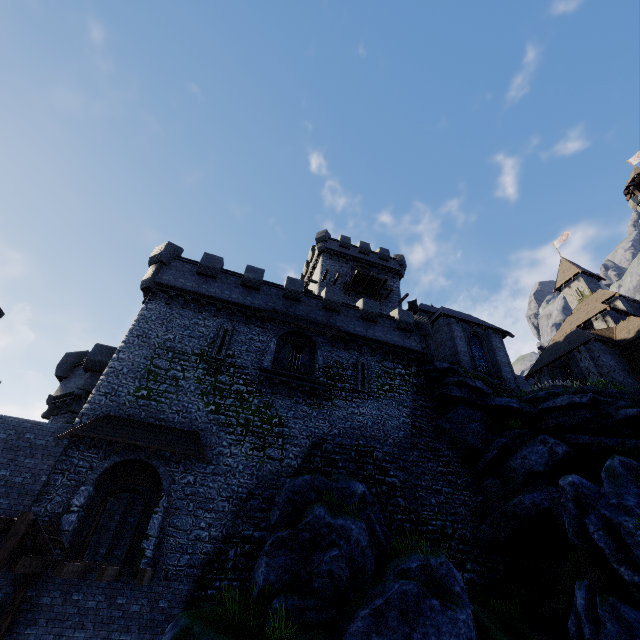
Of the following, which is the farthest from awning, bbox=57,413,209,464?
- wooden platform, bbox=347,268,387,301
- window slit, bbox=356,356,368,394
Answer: wooden platform, bbox=347,268,387,301

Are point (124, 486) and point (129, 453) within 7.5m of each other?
yes

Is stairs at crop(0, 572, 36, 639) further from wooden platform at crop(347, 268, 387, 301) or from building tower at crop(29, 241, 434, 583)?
wooden platform at crop(347, 268, 387, 301)

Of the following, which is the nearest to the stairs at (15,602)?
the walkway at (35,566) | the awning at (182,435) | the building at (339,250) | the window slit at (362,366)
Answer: the walkway at (35,566)

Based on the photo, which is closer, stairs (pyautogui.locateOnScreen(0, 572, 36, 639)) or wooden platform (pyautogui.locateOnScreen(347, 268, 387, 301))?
stairs (pyautogui.locateOnScreen(0, 572, 36, 639))

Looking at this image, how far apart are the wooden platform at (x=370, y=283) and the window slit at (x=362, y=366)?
12.3m

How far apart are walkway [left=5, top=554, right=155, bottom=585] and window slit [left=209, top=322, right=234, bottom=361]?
9.6 meters

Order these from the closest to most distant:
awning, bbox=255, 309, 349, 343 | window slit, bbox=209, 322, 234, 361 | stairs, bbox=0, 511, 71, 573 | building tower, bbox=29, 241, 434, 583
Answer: stairs, bbox=0, 511, 71, 573 < building tower, bbox=29, 241, 434, 583 < window slit, bbox=209, 322, 234, 361 < awning, bbox=255, 309, 349, 343
